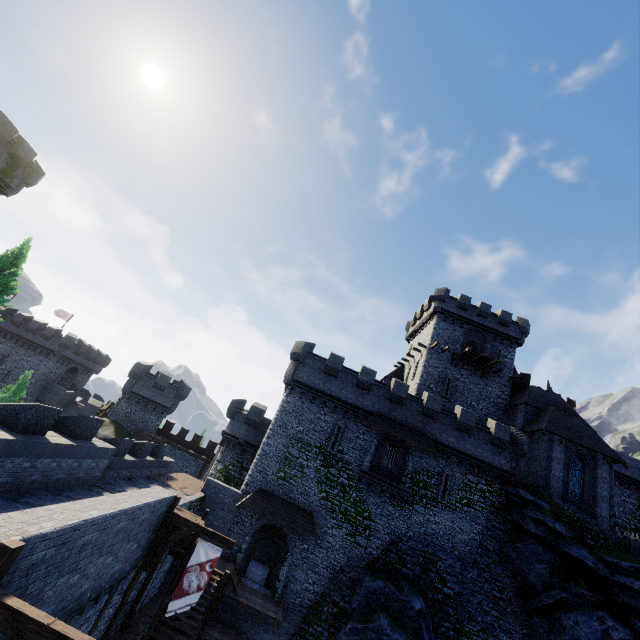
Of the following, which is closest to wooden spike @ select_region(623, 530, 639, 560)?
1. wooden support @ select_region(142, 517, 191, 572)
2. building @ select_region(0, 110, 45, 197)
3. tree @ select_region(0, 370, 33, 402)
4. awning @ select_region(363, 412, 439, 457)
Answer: awning @ select_region(363, 412, 439, 457)

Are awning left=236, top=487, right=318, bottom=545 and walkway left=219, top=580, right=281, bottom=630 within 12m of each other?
yes

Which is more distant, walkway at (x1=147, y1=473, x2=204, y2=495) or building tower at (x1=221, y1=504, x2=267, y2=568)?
building tower at (x1=221, y1=504, x2=267, y2=568)

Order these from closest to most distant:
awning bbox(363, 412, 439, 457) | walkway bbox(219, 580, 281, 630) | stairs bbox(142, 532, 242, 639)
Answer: stairs bbox(142, 532, 242, 639), walkway bbox(219, 580, 281, 630), awning bbox(363, 412, 439, 457)

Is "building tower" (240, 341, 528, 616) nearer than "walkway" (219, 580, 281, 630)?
No

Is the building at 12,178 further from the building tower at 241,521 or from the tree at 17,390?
the building tower at 241,521

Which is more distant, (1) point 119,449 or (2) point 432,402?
(2) point 432,402

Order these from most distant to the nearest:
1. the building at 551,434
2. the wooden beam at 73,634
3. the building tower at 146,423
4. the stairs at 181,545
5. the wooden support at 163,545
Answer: the building tower at 146,423
the building at 551,434
the stairs at 181,545
the wooden support at 163,545
the wooden beam at 73,634
